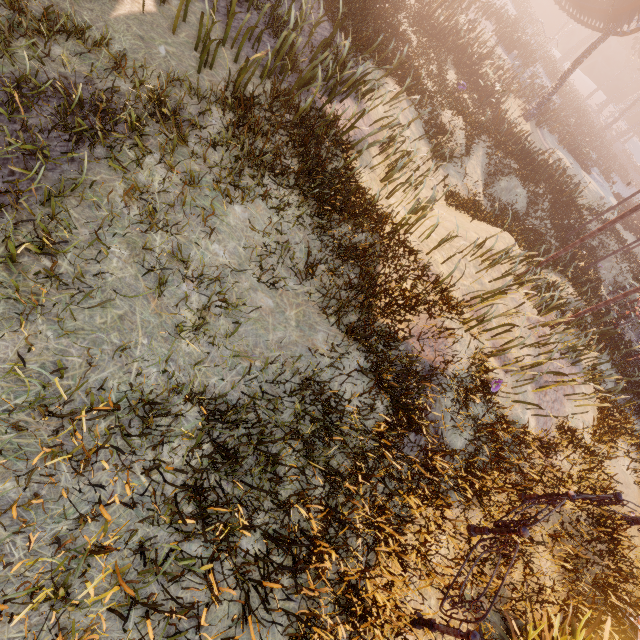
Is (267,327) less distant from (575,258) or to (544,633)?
(544,633)

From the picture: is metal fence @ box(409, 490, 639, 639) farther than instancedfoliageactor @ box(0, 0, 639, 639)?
Yes

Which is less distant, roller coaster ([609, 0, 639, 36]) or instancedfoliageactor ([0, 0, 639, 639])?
instancedfoliageactor ([0, 0, 639, 639])

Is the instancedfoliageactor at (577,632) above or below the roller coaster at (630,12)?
below

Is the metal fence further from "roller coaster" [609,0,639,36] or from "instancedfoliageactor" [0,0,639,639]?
"roller coaster" [609,0,639,36]

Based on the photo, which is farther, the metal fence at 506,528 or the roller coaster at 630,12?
the roller coaster at 630,12

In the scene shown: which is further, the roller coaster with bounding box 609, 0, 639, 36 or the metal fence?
the roller coaster with bounding box 609, 0, 639, 36

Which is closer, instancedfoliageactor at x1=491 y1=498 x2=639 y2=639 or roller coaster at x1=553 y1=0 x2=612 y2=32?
instancedfoliageactor at x1=491 y1=498 x2=639 y2=639
